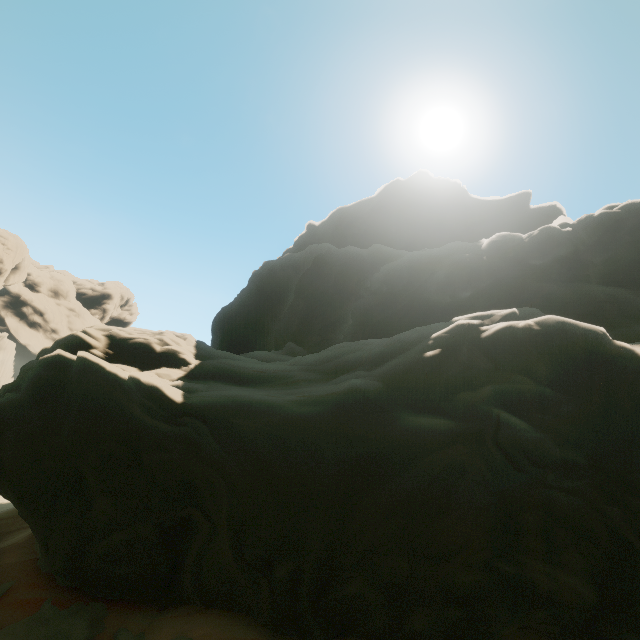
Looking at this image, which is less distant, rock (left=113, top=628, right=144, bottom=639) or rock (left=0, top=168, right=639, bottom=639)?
rock (left=0, top=168, right=639, bottom=639)

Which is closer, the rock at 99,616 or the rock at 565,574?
the rock at 565,574

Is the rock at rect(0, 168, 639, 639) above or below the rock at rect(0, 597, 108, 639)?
above

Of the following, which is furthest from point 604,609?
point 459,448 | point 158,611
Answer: point 158,611
